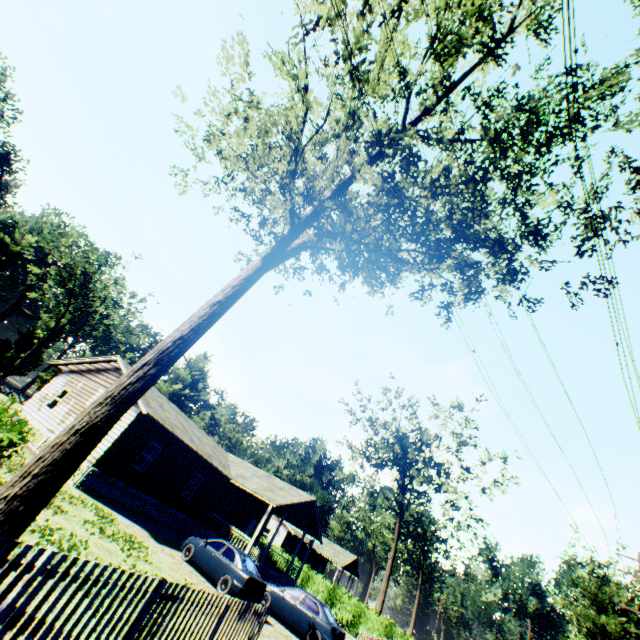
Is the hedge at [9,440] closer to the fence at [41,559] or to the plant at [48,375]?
the fence at [41,559]

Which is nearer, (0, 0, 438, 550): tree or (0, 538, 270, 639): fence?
(0, 538, 270, 639): fence

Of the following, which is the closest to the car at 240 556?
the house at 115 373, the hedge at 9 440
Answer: the house at 115 373

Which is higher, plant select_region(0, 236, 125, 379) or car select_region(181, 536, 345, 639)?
plant select_region(0, 236, 125, 379)

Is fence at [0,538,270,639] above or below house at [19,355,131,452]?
below

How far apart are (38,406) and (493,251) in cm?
2862

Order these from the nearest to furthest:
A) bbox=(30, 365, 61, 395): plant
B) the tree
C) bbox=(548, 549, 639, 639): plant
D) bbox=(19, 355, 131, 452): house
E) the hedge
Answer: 1. the hedge
2. the tree
3. bbox=(19, 355, 131, 452): house
4. bbox=(548, 549, 639, 639): plant
5. bbox=(30, 365, 61, 395): plant

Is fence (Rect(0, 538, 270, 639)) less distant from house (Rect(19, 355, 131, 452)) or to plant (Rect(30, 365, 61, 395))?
house (Rect(19, 355, 131, 452))
